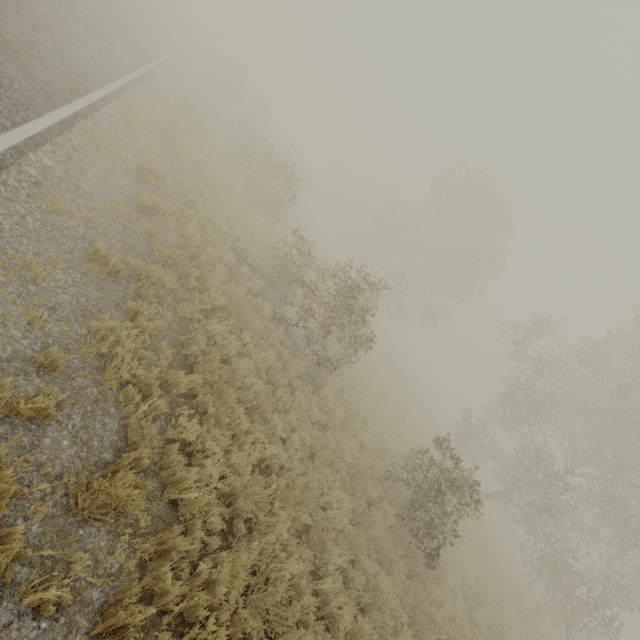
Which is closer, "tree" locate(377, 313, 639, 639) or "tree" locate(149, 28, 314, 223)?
"tree" locate(377, 313, 639, 639)

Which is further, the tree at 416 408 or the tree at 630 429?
the tree at 416 408

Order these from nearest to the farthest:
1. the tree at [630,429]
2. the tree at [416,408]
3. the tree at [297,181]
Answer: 1. the tree at [630,429]
2. the tree at [297,181]
3. the tree at [416,408]

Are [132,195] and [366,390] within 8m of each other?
no

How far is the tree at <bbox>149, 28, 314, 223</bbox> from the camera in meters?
17.0 m

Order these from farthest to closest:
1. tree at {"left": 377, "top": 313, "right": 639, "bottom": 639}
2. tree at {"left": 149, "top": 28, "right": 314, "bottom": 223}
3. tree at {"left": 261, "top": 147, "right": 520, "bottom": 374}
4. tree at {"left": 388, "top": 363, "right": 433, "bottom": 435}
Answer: tree at {"left": 388, "top": 363, "right": 433, "bottom": 435} < tree at {"left": 149, "top": 28, "right": 314, "bottom": 223} < tree at {"left": 261, "top": 147, "right": 520, "bottom": 374} < tree at {"left": 377, "top": 313, "right": 639, "bottom": 639}
